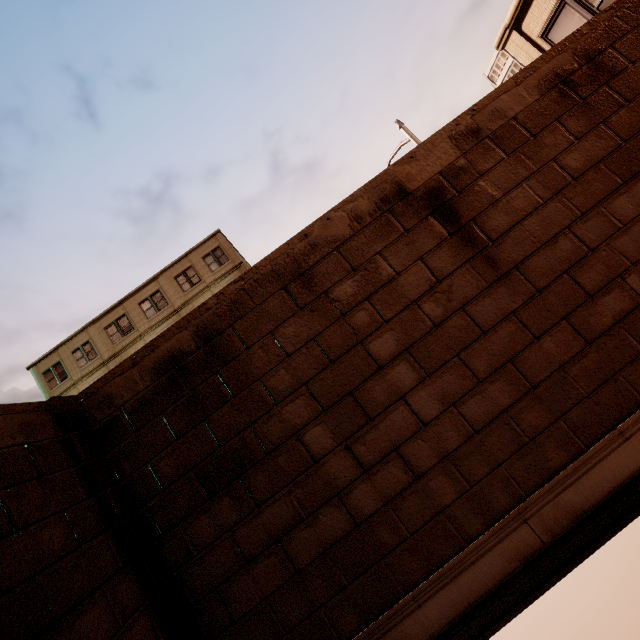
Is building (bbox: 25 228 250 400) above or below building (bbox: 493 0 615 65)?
above

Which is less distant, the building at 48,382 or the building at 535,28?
the building at 535,28

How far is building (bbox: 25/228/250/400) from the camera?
25.5m

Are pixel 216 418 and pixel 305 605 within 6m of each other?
yes

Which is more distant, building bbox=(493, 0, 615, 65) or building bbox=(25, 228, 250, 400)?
building bbox=(25, 228, 250, 400)

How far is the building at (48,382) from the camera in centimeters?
2548cm
